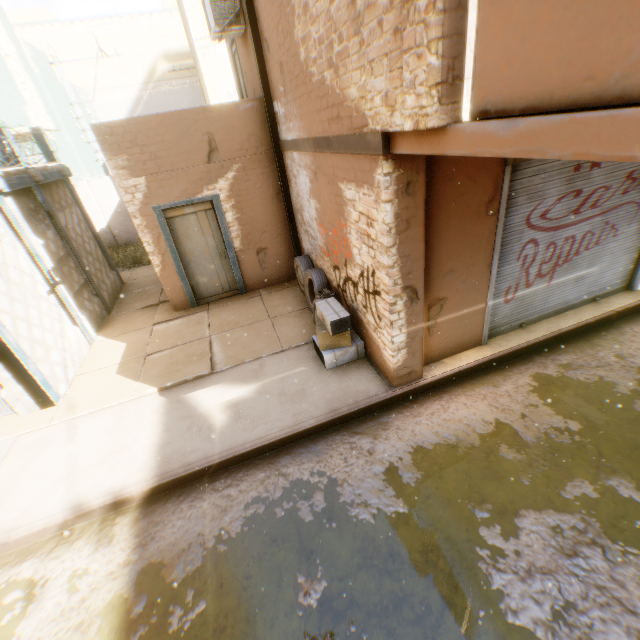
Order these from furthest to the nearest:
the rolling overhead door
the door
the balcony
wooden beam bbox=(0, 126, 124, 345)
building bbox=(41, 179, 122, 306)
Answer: building bbox=(41, 179, 122, 306), the door, wooden beam bbox=(0, 126, 124, 345), the rolling overhead door, the balcony

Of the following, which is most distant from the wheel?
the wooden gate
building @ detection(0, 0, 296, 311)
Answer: the wooden gate

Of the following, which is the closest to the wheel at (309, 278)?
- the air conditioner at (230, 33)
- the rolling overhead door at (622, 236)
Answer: the rolling overhead door at (622, 236)

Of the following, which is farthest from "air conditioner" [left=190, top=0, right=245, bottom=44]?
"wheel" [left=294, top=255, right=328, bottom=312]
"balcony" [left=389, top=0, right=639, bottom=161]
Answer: "wheel" [left=294, top=255, right=328, bottom=312]

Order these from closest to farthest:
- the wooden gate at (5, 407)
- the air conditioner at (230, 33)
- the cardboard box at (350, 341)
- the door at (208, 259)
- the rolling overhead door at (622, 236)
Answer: the rolling overhead door at (622, 236), the cardboard box at (350, 341), the wooden gate at (5, 407), the air conditioner at (230, 33), the door at (208, 259)

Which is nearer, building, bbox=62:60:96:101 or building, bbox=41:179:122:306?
building, bbox=41:179:122:306

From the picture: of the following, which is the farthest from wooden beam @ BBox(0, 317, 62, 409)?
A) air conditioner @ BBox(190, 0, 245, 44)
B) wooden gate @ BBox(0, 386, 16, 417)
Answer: air conditioner @ BBox(190, 0, 245, 44)

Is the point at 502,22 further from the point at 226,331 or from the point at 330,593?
the point at 226,331
